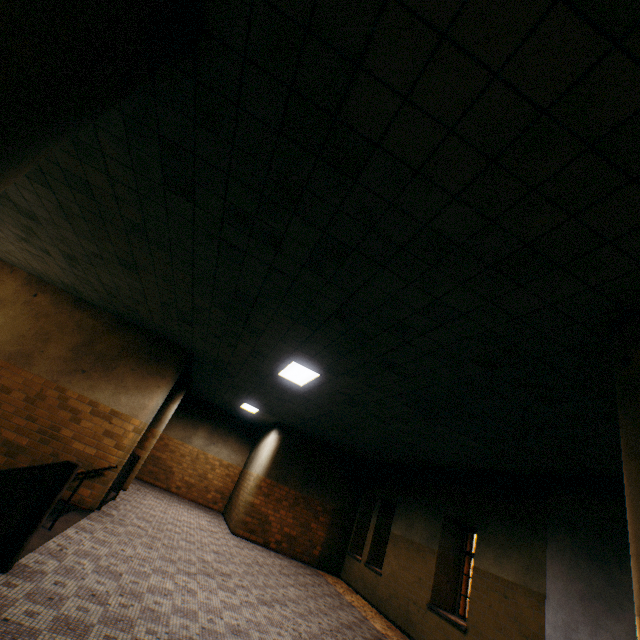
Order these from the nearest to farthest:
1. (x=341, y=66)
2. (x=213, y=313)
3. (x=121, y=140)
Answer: (x=341, y=66) → (x=121, y=140) → (x=213, y=313)

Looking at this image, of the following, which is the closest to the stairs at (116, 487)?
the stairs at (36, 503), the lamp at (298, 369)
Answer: the stairs at (36, 503)

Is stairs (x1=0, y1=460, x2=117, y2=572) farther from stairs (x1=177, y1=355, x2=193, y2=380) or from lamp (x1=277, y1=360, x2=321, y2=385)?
lamp (x1=277, y1=360, x2=321, y2=385)

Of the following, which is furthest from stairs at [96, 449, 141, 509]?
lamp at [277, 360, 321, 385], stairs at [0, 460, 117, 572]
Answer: lamp at [277, 360, 321, 385]

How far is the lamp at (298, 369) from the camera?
6.41m

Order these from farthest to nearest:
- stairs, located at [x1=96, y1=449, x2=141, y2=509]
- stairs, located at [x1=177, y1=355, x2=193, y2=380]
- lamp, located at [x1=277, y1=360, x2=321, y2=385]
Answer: stairs, located at [x1=177, y1=355, x2=193, y2=380], stairs, located at [x1=96, y1=449, x2=141, y2=509], lamp, located at [x1=277, y1=360, x2=321, y2=385]
